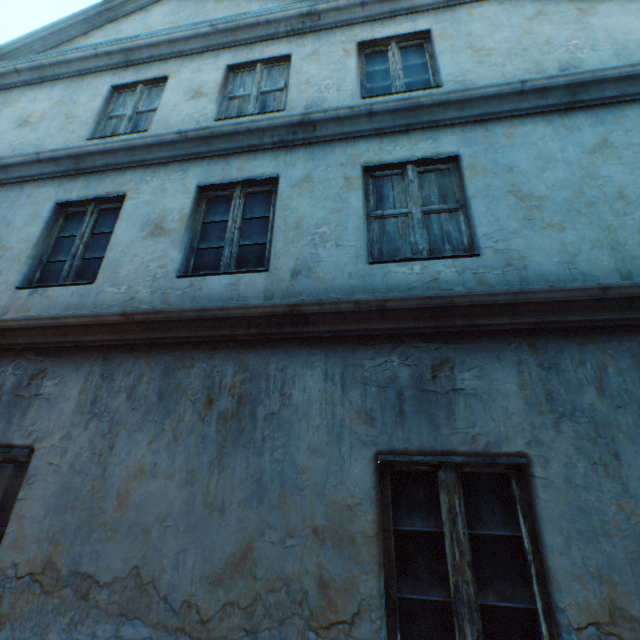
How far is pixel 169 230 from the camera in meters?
3.6 m
